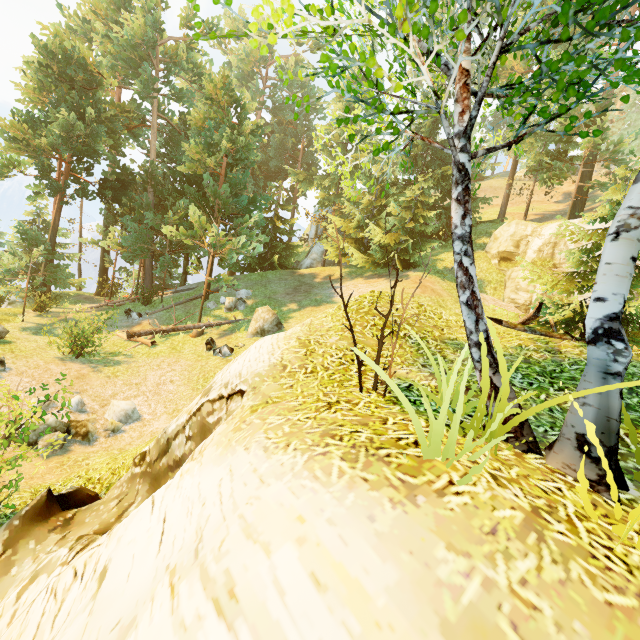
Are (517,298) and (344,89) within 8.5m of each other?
no

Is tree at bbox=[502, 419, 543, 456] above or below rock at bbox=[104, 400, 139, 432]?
above

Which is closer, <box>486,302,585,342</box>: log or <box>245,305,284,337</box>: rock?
<box>486,302,585,342</box>: log

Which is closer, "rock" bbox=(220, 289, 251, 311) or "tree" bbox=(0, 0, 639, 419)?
"tree" bbox=(0, 0, 639, 419)

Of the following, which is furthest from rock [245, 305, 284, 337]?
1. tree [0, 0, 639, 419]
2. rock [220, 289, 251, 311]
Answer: rock [220, 289, 251, 311]

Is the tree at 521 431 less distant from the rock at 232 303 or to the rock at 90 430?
the rock at 232 303

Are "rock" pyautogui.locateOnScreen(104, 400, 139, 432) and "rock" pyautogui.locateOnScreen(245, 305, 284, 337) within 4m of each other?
no

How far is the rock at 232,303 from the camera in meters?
19.9 m
